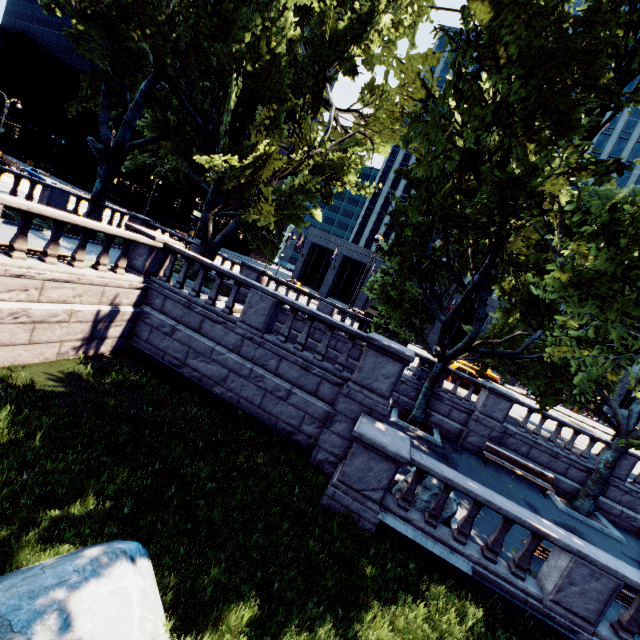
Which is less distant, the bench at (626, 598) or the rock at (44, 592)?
the rock at (44, 592)

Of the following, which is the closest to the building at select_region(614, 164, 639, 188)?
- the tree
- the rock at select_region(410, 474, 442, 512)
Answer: the tree

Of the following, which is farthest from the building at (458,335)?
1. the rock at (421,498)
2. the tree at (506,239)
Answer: the rock at (421,498)

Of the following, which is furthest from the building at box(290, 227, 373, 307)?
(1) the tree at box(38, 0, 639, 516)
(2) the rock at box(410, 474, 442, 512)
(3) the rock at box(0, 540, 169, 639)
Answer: (3) the rock at box(0, 540, 169, 639)

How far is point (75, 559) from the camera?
4.1 meters

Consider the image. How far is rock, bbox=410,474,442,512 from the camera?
8.6m

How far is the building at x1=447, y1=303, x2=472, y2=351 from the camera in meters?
45.8

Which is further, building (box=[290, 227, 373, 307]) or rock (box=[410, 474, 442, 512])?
building (box=[290, 227, 373, 307])
